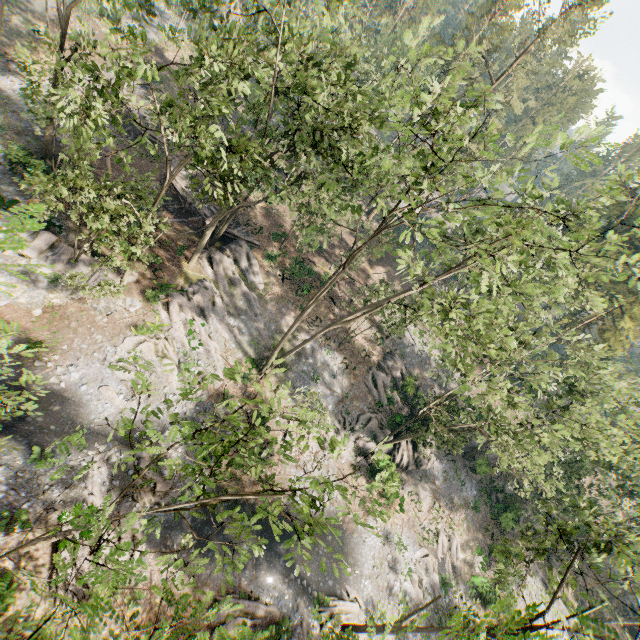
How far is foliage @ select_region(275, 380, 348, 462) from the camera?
8.6 meters

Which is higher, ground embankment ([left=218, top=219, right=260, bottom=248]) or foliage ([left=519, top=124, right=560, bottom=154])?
foliage ([left=519, top=124, right=560, bottom=154])

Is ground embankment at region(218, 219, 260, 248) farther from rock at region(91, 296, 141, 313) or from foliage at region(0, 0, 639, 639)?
rock at region(91, 296, 141, 313)

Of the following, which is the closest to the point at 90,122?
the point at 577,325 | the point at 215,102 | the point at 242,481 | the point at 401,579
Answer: the point at 215,102

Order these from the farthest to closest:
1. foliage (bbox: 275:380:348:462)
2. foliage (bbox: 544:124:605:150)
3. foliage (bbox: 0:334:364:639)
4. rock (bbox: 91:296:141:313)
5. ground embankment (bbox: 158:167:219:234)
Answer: ground embankment (bbox: 158:167:219:234) → rock (bbox: 91:296:141:313) → foliage (bbox: 544:124:605:150) → foliage (bbox: 275:380:348:462) → foliage (bbox: 0:334:364:639)

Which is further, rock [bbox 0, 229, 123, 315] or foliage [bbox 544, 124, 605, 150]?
rock [bbox 0, 229, 123, 315]

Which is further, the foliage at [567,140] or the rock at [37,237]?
the rock at [37,237]

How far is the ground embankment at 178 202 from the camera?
30.9 meters
